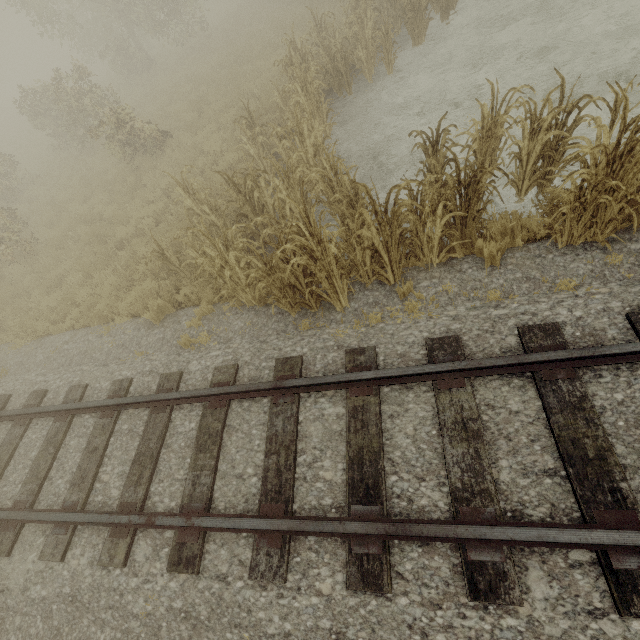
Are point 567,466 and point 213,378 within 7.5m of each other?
yes
